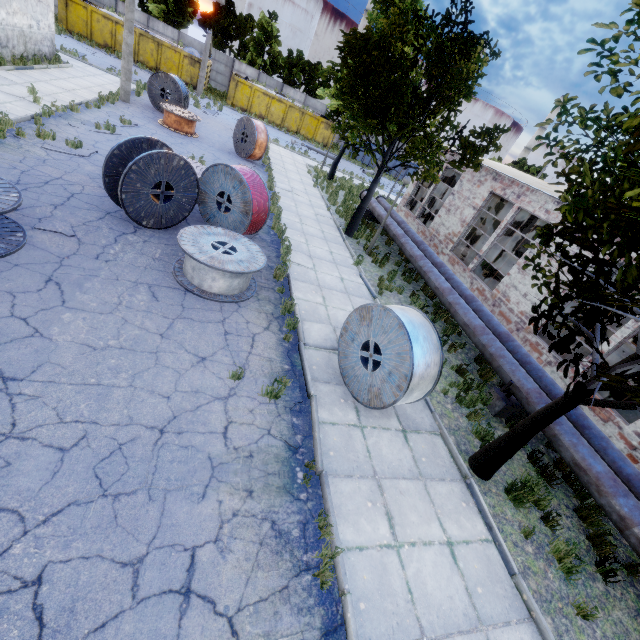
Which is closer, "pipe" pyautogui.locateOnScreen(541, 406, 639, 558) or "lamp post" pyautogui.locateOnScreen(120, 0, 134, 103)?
"pipe" pyautogui.locateOnScreen(541, 406, 639, 558)

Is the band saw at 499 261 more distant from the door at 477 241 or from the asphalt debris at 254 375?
the asphalt debris at 254 375

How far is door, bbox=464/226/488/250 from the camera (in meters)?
23.69

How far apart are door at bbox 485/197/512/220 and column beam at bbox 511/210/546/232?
5.9 meters

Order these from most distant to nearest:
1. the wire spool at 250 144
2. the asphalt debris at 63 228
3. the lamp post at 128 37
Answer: the wire spool at 250 144
the lamp post at 128 37
the asphalt debris at 63 228

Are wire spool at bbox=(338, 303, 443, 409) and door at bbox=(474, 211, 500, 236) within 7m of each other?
no

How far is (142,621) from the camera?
3.1 meters

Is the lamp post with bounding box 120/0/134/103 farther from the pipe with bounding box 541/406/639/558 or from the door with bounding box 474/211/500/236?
the door with bounding box 474/211/500/236
